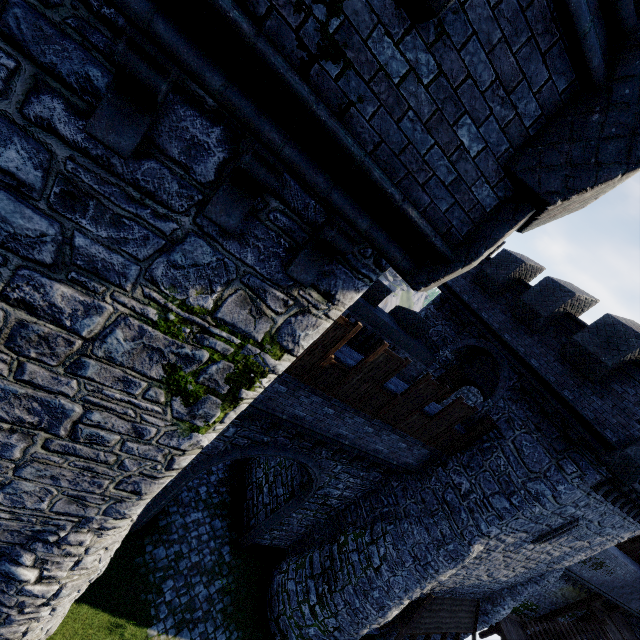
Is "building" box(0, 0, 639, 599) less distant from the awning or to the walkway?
the awning

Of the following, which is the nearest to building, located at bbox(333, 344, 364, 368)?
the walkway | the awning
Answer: the awning

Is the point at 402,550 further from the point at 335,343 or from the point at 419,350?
the point at 335,343

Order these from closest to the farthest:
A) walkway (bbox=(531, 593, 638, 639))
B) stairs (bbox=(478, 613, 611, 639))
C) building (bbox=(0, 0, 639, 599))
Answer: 1. building (bbox=(0, 0, 639, 599))
2. stairs (bbox=(478, 613, 611, 639))
3. walkway (bbox=(531, 593, 638, 639))

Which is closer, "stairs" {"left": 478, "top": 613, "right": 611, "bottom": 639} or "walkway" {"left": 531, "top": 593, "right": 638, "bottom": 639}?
"stairs" {"left": 478, "top": 613, "right": 611, "bottom": 639}

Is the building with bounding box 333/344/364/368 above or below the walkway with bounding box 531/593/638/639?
above

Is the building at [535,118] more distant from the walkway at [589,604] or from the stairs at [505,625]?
the walkway at [589,604]

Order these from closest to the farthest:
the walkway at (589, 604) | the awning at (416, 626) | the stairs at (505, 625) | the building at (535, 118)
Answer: the building at (535, 118), the awning at (416, 626), the stairs at (505, 625), the walkway at (589, 604)
